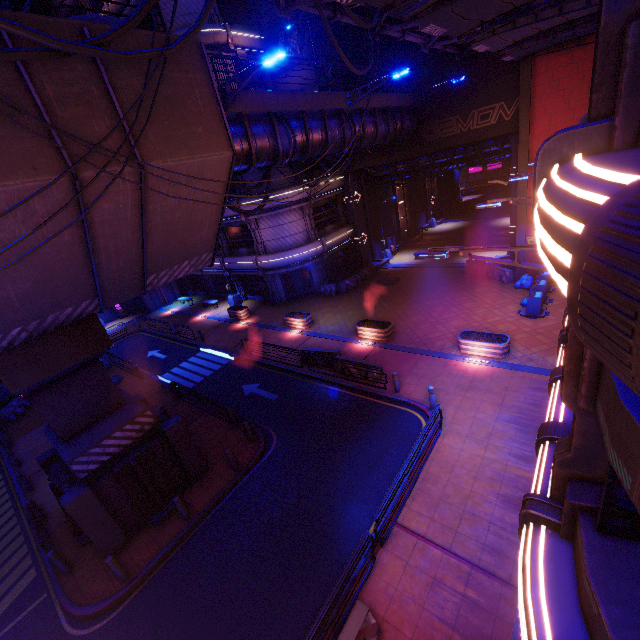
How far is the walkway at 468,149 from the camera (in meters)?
23.92

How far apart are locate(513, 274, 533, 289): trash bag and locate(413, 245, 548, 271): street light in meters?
17.1 m

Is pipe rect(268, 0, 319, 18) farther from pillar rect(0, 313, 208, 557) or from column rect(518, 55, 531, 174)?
pillar rect(0, 313, 208, 557)

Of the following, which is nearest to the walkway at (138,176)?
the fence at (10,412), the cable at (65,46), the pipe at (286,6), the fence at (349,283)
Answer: the pipe at (286,6)

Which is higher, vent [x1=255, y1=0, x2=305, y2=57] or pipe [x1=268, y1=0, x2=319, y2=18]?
vent [x1=255, y1=0, x2=305, y2=57]

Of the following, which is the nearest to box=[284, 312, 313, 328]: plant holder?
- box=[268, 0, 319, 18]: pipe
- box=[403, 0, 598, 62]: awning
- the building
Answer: box=[268, 0, 319, 18]: pipe

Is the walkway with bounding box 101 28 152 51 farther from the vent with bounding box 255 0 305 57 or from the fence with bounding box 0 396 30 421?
the vent with bounding box 255 0 305 57

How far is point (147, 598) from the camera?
9.4m
